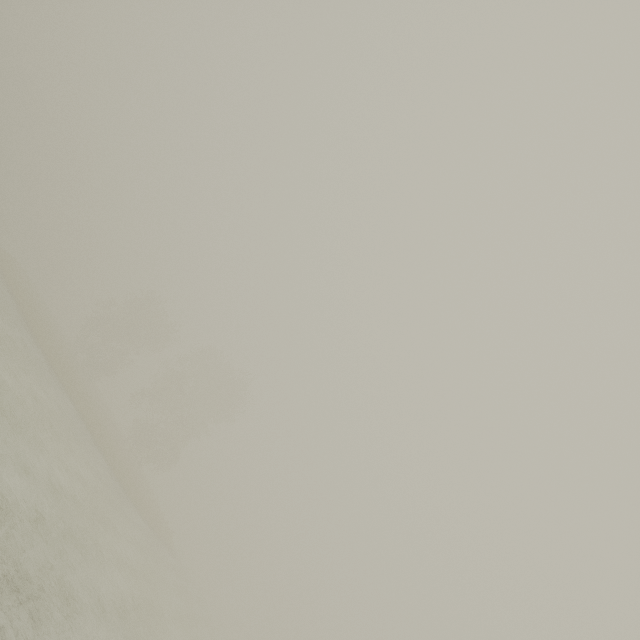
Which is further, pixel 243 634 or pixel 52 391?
pixel 243 634
